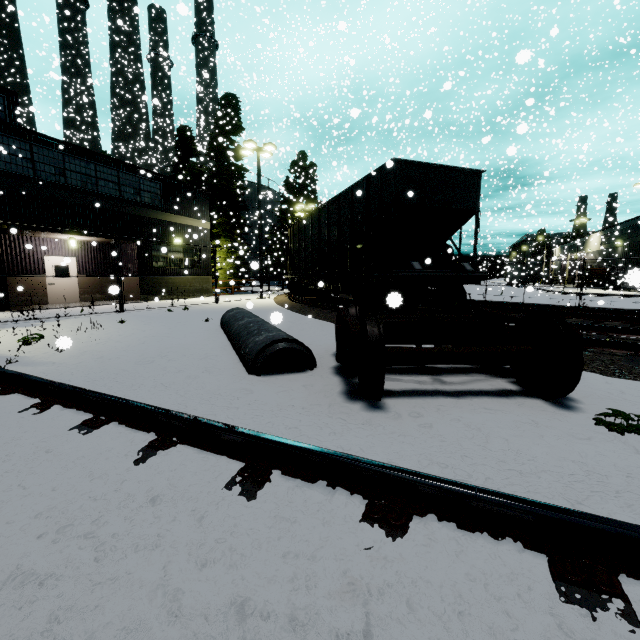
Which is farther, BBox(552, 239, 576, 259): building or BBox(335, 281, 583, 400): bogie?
BBox(552, 239, 576, 259): building

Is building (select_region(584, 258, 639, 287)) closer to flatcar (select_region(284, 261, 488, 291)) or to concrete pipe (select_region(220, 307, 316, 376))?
flatcar (select_region(284, 261, 488, 291))

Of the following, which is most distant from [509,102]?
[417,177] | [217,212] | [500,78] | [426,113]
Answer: [426,113]

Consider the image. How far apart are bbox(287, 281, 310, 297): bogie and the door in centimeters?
1191cm

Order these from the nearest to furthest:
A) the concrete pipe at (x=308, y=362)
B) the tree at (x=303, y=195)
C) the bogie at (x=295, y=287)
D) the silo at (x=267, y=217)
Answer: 1. the concrete pipe at (x=308, y=362)
2. the bogie at (x=295, y=287)
3. the silo at (x=267, y=217)
4. the tree at (x=303, y=195)

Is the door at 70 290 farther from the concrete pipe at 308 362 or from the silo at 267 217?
the silo at 267 217

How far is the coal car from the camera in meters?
8.6 m

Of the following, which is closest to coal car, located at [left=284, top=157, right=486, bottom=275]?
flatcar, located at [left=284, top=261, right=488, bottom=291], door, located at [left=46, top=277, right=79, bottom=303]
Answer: flatcar, located at [left=284, top=261, right=488, bottom=291]
